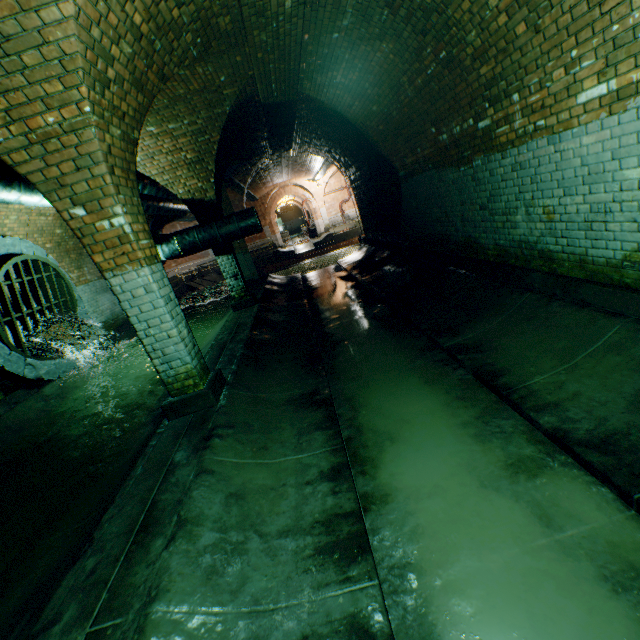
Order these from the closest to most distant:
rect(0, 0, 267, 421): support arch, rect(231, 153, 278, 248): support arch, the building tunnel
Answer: the building tunnel < rect(0, 0, 267, 421): support arch < rect(231, 153, 278, 248): support arch

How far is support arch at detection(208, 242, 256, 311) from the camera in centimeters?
829cm

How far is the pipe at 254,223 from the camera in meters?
7.6

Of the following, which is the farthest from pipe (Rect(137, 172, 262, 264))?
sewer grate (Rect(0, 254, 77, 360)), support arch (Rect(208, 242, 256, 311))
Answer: sewer grate (Rect(0, 254, 77, 360))

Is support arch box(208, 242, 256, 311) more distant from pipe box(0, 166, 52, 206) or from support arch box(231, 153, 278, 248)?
support arch box(231, 153, 278, 248)

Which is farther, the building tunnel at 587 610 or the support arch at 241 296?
the support arch at 241 296

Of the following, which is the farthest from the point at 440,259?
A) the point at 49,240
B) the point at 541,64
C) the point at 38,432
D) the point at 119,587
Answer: the point at 49,240
